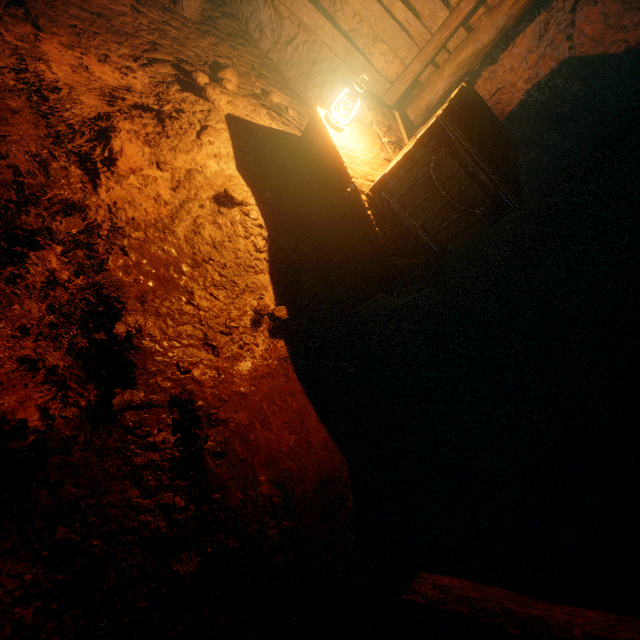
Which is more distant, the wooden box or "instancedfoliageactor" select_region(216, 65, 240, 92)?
"instancedfoliageactor" select_region(216, 65, 240, 92)

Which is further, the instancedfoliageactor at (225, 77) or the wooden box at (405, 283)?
the instancedfoliageactor at (225, 77)

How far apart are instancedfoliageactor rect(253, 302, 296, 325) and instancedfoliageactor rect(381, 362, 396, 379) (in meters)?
1.25

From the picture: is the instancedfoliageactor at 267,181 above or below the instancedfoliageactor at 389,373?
above

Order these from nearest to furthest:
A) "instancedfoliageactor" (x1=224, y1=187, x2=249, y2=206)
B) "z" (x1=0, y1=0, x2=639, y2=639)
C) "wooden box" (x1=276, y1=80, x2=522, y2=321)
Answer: "z" (x1=0, y1=0, x2=639, y2=639)
"wooden box" (x1=276, y1=80, x2=522, y2=321)
"instancedfoliageactor" (x1=224, y1=187, x2=249, y2=206)

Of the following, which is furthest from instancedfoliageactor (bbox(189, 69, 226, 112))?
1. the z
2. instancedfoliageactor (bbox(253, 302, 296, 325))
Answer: instancedfoliageactor (bbox(253, 302, 296, 325))

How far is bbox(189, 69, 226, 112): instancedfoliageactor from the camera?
3.58m

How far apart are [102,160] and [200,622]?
3.4 meters
